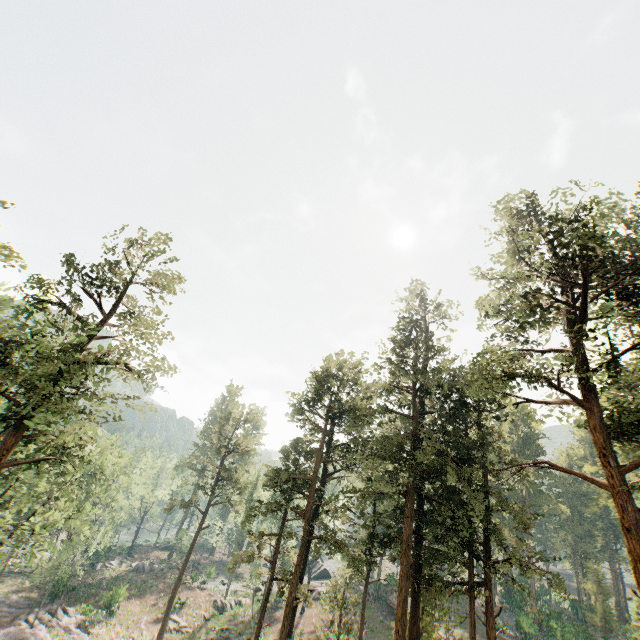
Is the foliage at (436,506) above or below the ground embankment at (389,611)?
above

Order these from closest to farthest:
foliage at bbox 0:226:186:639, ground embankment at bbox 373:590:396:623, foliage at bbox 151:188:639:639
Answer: foliage at bbox 151:188:639:639 < foliage at bbox 0:226:186:639 < ground embankment at bbox 373:590:396:623

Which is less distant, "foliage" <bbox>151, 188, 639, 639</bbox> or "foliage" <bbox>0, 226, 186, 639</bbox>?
"foliage" <bbox>151, 188, 639, 639</bbox>

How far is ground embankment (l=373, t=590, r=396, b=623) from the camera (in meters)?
40.52

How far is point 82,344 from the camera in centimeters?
2033cm

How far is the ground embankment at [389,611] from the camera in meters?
40.5 m

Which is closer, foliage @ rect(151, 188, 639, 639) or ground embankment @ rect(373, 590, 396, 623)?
foliage @ rect(151, 188, 639, 639)
